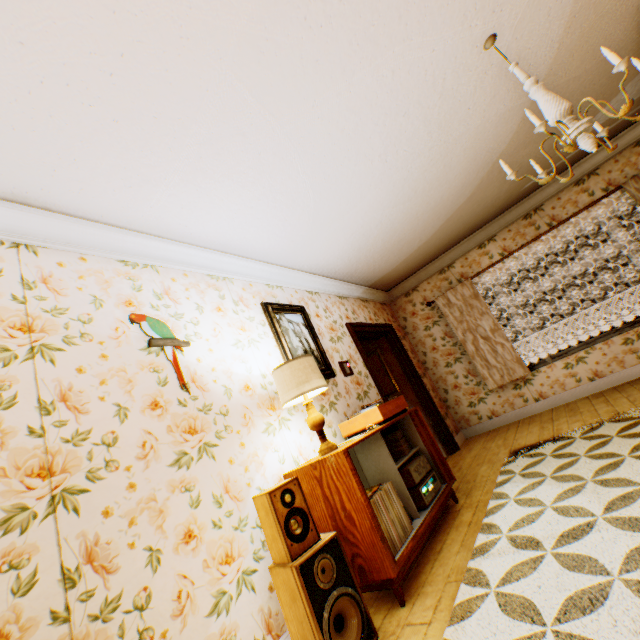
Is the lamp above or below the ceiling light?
below

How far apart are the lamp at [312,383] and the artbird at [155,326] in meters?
0.7

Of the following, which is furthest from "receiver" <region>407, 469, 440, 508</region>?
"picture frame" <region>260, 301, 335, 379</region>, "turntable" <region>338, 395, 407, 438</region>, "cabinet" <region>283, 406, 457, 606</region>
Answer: "picture frame" <region>260, 301, 335, 379</region>

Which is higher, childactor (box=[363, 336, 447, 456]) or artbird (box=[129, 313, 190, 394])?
artbird (box=[129, 313, 190, 394])

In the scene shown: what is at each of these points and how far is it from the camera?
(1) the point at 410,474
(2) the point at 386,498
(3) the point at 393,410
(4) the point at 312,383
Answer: (1) amplifier, 2.8m
(2) vinyl record, 2.4m
(3) turntable, 3.2m
(4) lamp, 2.6m

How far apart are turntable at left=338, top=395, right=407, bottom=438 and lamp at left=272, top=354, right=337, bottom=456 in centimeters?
52cm

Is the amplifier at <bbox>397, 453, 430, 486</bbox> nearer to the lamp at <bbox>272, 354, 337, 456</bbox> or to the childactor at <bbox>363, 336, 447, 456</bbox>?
the lamp at <bbox>272, 354, 337, 456</bbox>

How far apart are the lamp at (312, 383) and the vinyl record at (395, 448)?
0.8 meters
